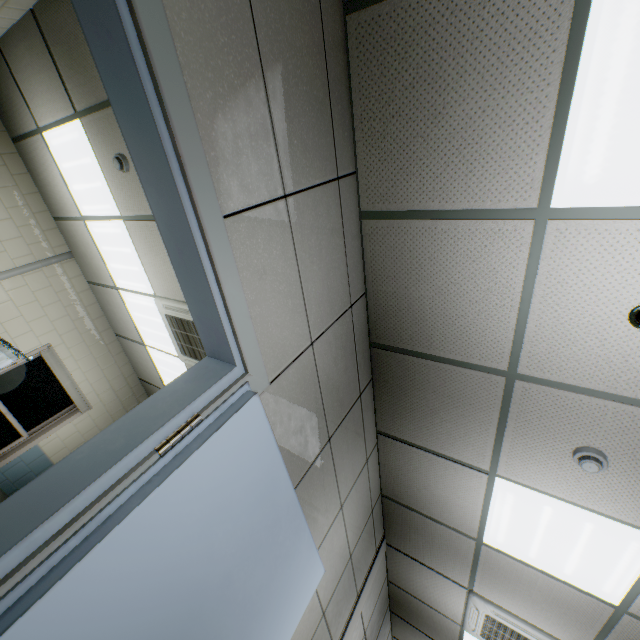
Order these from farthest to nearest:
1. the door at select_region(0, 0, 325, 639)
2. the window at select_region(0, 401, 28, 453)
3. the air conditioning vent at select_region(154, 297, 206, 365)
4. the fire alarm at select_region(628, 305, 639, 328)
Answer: the window at select_region(0, 401, 28, 453) → the air conditioning vent at select_region(154, 297, 206, 365) → the fire alarm at select_region(628, 305, 639, 328) → the door at select_region(0, 0, 325, 639)

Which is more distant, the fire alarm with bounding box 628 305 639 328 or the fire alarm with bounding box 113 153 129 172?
the fire alarm with bounding box 113 153 129 172

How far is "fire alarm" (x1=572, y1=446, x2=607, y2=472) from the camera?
1.93m

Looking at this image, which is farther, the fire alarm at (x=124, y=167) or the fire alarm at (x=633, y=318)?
the fire alarm at (x=124, y=167)

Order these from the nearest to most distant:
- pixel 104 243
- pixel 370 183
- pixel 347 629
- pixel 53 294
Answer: pixel 370 183, pixel 347 629, pixel 104 243, pixel 53 294

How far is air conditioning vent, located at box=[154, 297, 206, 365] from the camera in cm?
384

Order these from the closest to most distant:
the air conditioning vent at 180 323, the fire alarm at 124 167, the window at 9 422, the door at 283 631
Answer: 1. the door at 283 631
2. the fire alarm at 124 167
3. the air conditioning vent at 180 323
4. the window at 9 422

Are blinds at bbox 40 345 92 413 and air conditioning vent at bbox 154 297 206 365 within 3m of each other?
yes
